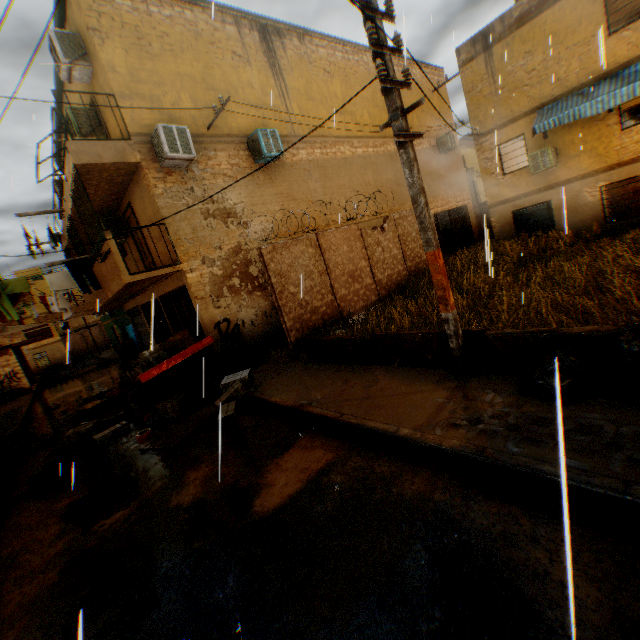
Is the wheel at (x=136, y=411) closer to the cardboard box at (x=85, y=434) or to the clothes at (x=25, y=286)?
the cardboard box at (x=85, y=434)

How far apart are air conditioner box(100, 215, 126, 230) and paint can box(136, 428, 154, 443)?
7.5m

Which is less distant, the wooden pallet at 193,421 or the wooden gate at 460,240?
the wooden pallet at 193,421

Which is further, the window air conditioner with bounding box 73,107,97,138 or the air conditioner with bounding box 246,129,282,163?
the air conditioner with bounding box 246,129,282,163

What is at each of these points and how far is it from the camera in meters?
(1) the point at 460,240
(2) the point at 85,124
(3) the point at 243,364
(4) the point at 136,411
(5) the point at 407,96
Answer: (1) wooden gate, 20.3 m
(2) window air conditioner, 9.5 m
(3) trash bag, 9.4 m
(4) wheel, 8.3 m
(5) building, 17.0 m

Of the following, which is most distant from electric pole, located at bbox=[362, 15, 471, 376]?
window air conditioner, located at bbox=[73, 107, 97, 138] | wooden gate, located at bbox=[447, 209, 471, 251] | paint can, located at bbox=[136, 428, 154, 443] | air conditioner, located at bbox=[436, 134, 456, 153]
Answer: air conditioner, located at bbox=[436, 134, 456, 153]

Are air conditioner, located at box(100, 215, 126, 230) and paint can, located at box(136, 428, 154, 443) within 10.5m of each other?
yes

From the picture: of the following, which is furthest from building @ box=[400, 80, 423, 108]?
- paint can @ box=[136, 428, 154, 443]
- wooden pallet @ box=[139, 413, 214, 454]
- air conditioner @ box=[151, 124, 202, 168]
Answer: paint can @ box=[136, 428, 154, 443]
